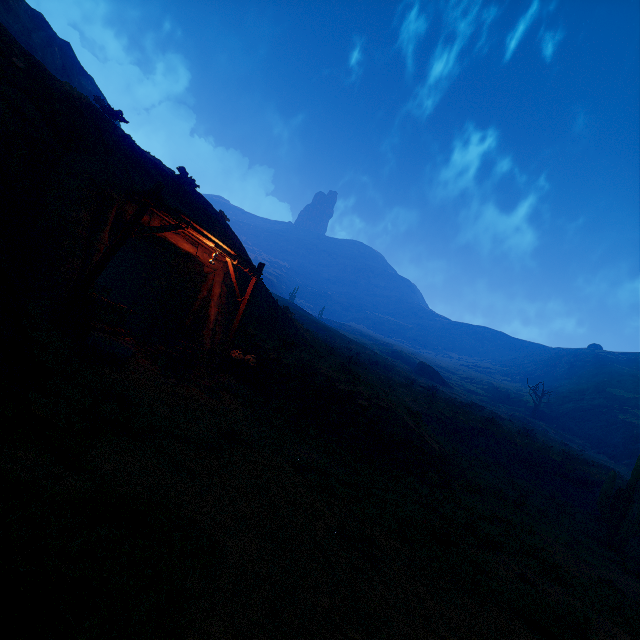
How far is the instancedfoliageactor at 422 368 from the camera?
53.9 meters

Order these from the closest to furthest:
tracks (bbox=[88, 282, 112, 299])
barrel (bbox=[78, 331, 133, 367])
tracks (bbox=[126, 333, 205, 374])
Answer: barrel (bbox=[78, 331, 133, 367]) → tracks (bbox=[126, 333, 205, 374]) → tracks (bbox=[88, 282, 112, 299])

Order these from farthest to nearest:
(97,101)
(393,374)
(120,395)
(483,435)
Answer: (393,374)
(483,435)
(97,101)
(120,395)

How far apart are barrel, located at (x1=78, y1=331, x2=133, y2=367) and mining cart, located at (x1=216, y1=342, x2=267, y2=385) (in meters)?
3.43

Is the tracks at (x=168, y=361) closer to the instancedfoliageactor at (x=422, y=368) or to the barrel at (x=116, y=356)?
the barrel at (x=116, y=356)

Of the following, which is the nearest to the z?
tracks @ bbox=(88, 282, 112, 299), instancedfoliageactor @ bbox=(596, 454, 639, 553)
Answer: tracks @ bbox=(88, 282, 112, 299)

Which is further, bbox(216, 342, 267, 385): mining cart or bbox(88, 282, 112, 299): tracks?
bbox(88, 282, 112, 299): tracks

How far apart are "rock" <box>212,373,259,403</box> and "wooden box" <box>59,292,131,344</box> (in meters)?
2.89
